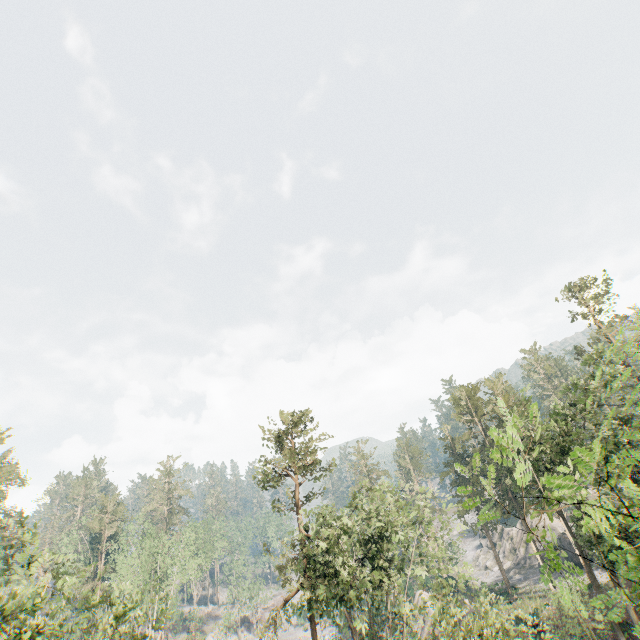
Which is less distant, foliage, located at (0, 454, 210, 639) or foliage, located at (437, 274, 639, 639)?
foliage, located at (437, 274, 639, 639)

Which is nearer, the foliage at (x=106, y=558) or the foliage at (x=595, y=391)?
the foliage at (x=595, y=391)

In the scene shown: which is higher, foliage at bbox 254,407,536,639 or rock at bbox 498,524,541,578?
foliage at bbox 254,407,536,639

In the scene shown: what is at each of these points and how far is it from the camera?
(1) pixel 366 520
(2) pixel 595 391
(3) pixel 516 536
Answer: (1) foliage, 31.0 meters
(2) foliage, 26.4 meters
(3) rock, 57.5 meters

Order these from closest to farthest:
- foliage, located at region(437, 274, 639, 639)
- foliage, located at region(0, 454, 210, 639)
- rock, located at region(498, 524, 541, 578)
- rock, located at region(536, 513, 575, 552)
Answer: foliage, located at region(437, 274, 639, 639) < foliage, located at region(0, 454, 210, 639) < rock, located at region(536, 513, 575, 552) < rock, located at region(498, 524, 541, 578)

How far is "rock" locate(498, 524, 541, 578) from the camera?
50.7m

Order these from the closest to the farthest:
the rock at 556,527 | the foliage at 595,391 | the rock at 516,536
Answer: the foliage at 595,391 < the rock at 556,527 < the rock at 516,536
